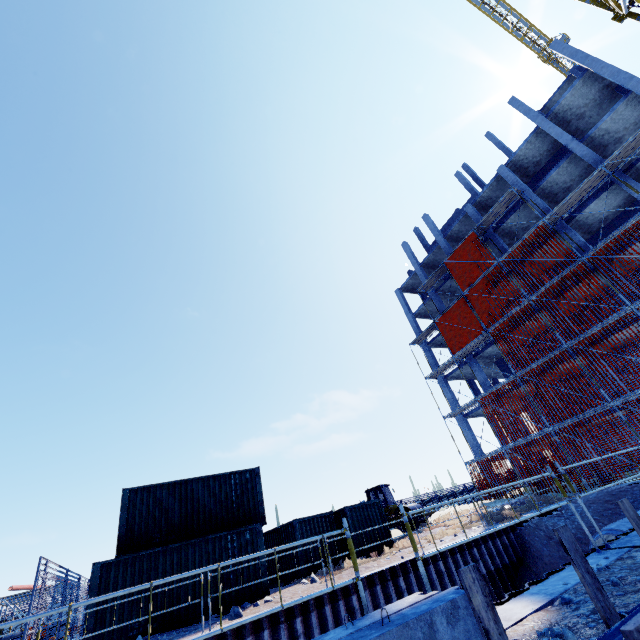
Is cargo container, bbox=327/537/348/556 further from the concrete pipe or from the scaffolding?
the concrete pipe

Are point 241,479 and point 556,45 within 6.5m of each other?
no

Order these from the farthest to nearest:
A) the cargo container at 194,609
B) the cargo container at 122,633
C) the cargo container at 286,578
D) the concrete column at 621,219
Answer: the concrete column at 621,219 < the cargo container at 286,578 < the cargo container at 194,609 < the cargo container at 122,633

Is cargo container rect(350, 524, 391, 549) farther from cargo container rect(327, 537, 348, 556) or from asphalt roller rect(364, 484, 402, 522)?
asphalt roller rect(364, 484, 402, 522)

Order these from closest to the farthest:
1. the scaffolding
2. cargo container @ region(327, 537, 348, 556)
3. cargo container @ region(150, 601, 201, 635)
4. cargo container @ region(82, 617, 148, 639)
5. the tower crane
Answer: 1. cargo container @ region(82, 617, 148, 639)
2. cargo container @ region(150, 601, 201, 635)
3. the tower crane
4. cargo container @ region(327, 537, 348, 556)
5. the scaffolding

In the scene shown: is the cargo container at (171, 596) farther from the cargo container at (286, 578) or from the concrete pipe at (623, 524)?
the concrete pipe at (623, 524)

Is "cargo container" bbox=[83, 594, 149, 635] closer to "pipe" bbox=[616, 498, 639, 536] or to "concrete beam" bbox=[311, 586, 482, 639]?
"concrete beam" bbox=[311, 586, 482, 639]

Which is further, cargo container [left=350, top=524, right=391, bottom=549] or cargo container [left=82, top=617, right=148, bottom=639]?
cargo container [left=350, top=524, right=391, bottom=549]
